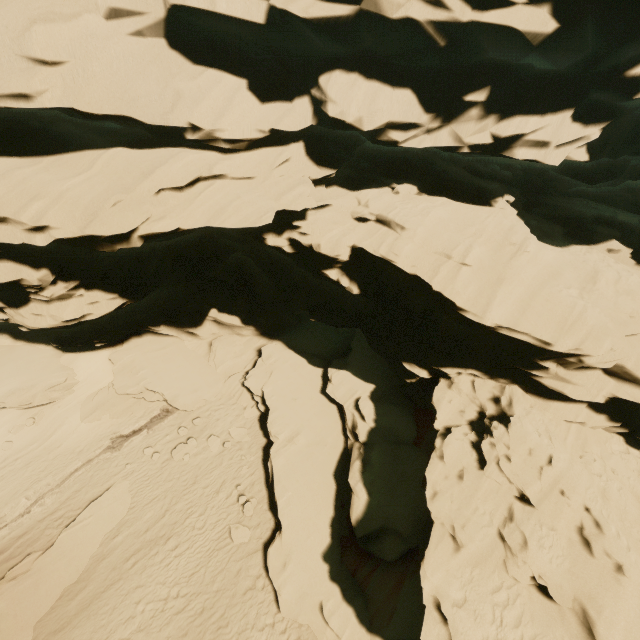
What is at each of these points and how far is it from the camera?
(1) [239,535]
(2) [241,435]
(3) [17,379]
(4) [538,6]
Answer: (1) rock, 13.0m
(2) rock, 16.8m
(3) rock, 18.8m
(4) rock, 7.5m

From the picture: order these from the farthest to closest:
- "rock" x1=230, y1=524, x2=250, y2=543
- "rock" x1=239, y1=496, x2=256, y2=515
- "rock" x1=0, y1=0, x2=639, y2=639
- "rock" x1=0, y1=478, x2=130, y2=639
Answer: "rock" x1=239, y1=496, x2=256, y2=515 < "rock" x1=230, y1=524, x2=250, y2=543 < "rock" x1=0, y1=478, x2=130, y2=639 < "rock" x1=0, y1=0, x2=639, y2=639

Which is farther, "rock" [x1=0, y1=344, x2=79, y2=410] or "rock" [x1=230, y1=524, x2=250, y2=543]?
"rock" [x1=0, y1=344, x2=79, y2=410]

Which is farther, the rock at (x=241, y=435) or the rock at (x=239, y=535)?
the rock at (x=241, y=435)

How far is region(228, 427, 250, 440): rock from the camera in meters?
16.8 m

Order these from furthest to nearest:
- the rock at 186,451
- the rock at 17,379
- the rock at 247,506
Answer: the rock at 17,379 → the rock at 186,451 → the rock at 247,506
